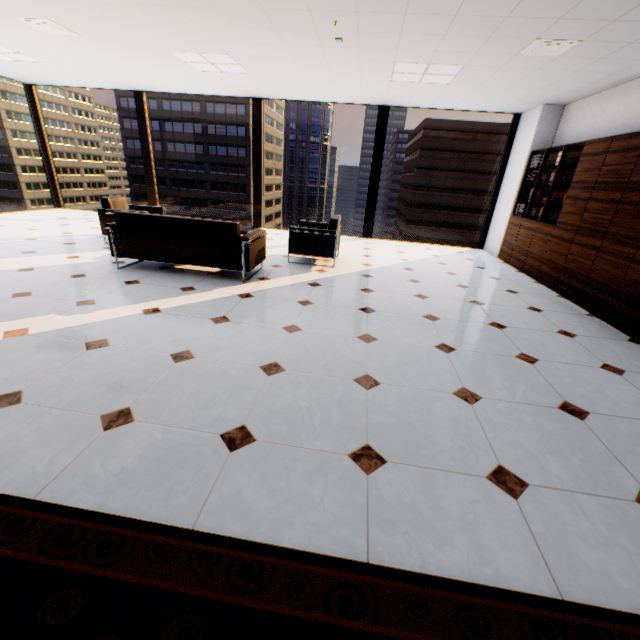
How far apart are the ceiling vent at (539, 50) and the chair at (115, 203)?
5.98m

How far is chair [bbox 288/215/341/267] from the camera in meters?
5.3 m

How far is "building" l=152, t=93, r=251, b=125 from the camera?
58.8m

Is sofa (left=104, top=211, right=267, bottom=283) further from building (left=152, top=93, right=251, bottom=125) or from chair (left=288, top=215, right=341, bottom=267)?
building (left=152, top=93, right=251, bottom=125)

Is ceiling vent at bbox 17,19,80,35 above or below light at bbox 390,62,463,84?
below

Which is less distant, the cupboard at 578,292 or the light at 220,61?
the cupboard at 578,292

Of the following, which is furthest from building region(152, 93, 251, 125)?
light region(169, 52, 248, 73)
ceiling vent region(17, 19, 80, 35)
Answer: ceiling vent region(17, 19, 80, 35)

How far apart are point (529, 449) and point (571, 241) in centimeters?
435cm
